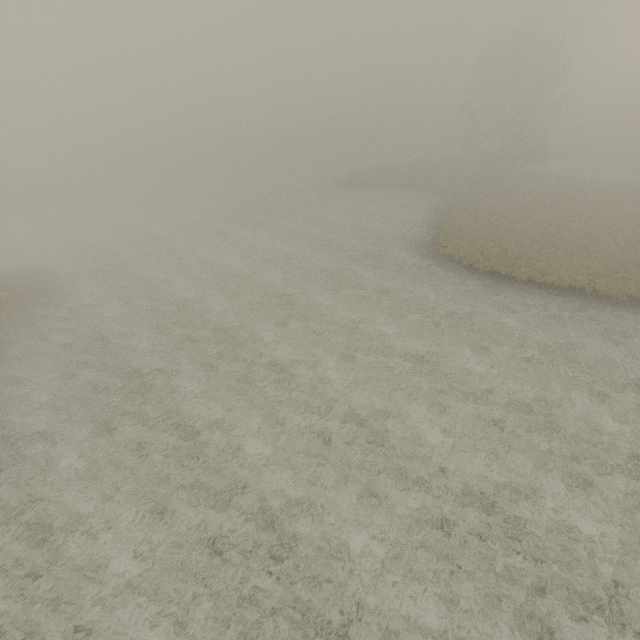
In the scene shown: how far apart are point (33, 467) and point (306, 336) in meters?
13.1 m
